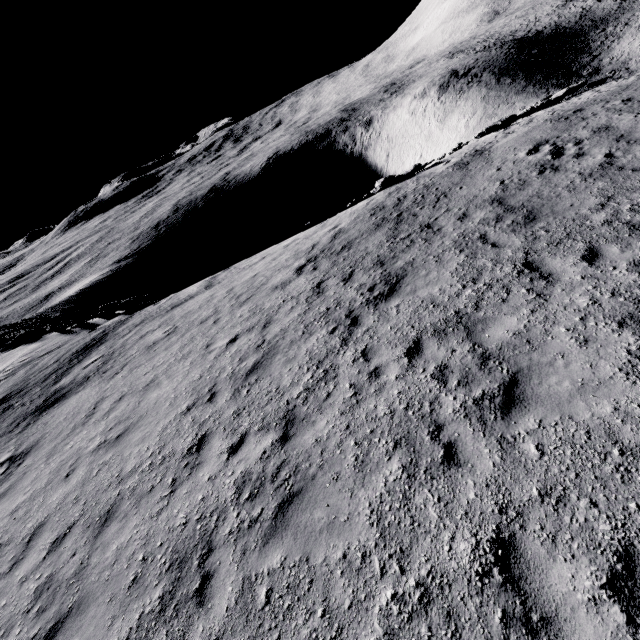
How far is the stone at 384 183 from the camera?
17.0 meters

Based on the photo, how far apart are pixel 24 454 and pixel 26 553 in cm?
447

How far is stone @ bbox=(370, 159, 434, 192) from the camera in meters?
17.0

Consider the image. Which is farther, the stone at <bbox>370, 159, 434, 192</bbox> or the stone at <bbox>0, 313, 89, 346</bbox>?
the stone at <bbox>0, 313, 89, 346</bbox>

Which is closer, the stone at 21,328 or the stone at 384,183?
the stone at 384,183
